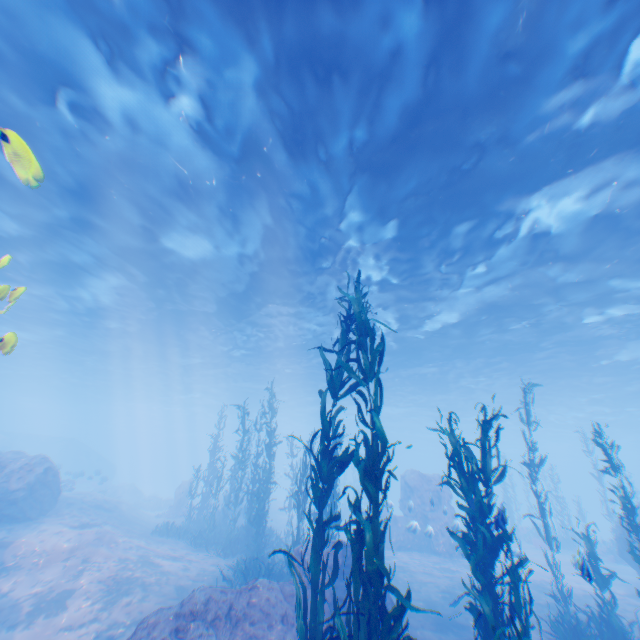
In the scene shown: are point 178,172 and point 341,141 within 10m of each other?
yes

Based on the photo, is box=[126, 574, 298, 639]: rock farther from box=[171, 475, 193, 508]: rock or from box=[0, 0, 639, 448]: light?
box=[171, 475, 193, 508]: rock

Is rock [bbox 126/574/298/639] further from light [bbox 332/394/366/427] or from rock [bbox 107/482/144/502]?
rock [bbox 107/482/144/502]

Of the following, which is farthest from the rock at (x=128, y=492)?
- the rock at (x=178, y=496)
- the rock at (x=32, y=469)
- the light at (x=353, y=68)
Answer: the light at (x=353, y=68)

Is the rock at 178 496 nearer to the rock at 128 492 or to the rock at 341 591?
the rock at 341 591

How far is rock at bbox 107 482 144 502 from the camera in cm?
3316

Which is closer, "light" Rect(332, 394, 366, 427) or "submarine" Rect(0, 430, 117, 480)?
"light" Rect(332, 394, 366, 427)

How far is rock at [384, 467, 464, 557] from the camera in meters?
18.4
